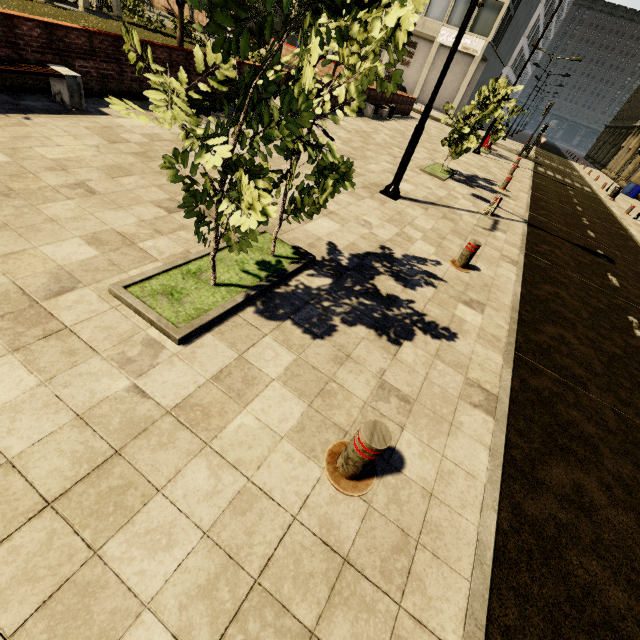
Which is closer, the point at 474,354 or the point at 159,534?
the point at 159,534

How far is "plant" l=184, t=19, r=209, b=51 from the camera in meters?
17.7 m

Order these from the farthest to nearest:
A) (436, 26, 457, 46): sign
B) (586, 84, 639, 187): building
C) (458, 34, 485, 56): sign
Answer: (586, 84, 639, 187): building → (436, 26, 457, 46): sign → (458, 34, 485, 56): sign

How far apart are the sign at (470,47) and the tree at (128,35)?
43.2m

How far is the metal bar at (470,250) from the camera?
5.93m

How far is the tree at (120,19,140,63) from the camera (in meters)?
2.35

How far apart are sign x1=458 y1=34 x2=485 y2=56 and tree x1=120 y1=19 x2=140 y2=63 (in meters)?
43.24

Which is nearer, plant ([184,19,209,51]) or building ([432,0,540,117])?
Answer: plant ([184,19,209,51])
